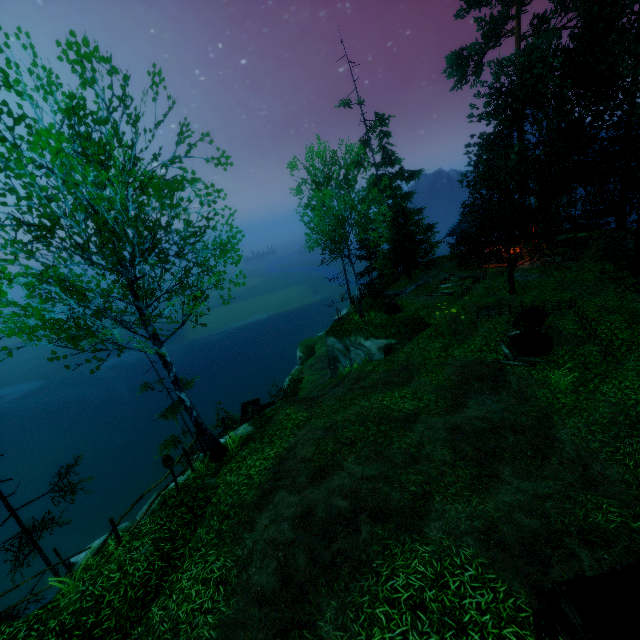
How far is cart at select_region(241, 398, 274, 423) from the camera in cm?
1703

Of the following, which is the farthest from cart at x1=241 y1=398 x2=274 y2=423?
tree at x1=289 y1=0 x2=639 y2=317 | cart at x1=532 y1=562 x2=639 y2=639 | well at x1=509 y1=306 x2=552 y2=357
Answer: cart at x1=532 y1=562 x2=639 y2=639

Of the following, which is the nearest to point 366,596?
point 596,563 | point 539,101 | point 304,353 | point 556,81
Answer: point 596,563

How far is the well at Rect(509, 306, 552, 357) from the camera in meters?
13.0 m

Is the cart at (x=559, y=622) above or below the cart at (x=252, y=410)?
above

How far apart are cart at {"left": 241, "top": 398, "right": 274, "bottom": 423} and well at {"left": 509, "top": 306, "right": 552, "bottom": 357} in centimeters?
1220cm

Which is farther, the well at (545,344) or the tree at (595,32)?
the tree at (595,32)
